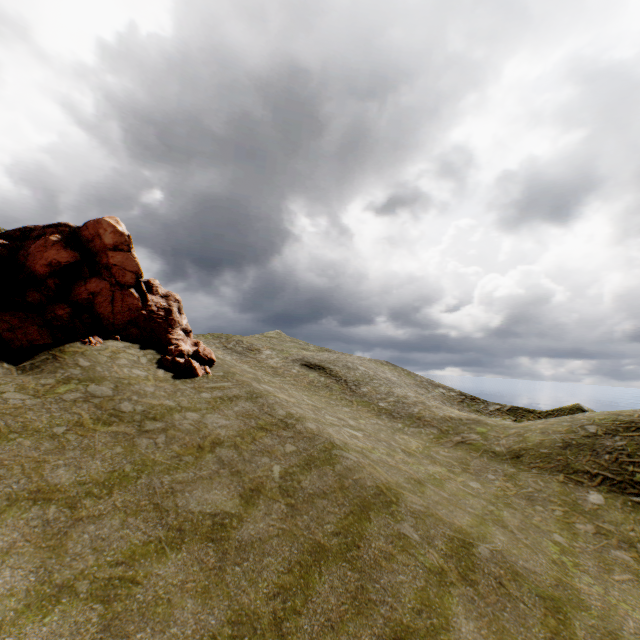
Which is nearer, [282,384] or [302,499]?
[302,499]
